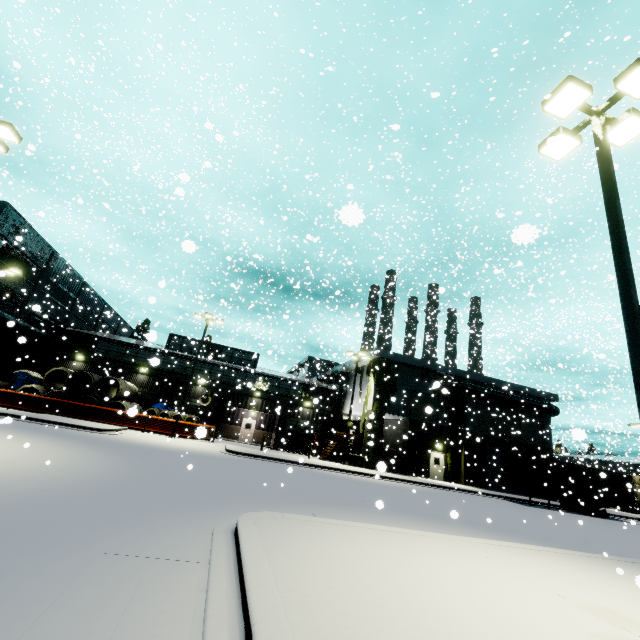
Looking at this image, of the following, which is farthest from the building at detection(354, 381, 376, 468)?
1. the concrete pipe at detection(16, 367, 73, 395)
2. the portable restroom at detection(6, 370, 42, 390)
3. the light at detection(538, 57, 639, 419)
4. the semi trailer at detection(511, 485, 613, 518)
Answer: the light at detection(538, 57, 639, 419)

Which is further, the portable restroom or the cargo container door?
the portable restroom

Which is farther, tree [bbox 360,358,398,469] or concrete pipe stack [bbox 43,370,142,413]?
tree [bbox 360,358,398,469]

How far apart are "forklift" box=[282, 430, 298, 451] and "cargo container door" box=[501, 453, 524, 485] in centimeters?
1818cm

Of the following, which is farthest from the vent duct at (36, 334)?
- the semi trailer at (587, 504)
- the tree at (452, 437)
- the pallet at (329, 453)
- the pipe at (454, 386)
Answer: the semi trailer at (587, 504)

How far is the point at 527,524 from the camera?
14.7m

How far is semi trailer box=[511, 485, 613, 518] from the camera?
24.39m

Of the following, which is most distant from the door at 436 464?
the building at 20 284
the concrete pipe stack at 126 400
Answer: the concrete pipe stack at 126 400
